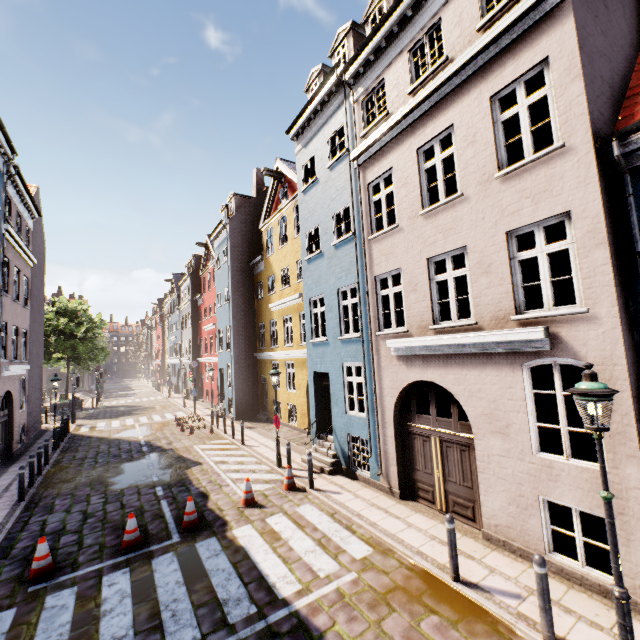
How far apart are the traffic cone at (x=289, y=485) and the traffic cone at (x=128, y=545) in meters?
3.9

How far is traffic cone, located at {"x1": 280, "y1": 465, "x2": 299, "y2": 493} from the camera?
10.2 meters

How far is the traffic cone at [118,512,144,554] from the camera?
7.5 meters

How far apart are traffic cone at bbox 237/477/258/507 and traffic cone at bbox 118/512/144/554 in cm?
236

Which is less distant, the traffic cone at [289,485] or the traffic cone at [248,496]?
the traffic cone at [248,496]

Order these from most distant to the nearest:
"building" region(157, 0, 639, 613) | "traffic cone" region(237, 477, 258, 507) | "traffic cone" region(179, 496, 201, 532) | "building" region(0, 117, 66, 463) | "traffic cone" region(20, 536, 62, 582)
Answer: "building" region(0, 117, 66, 463) < "traffic cone" region(237, 477, 258, 507) < "traffic cone" region(179, 496, 201, 532) < "traffic cone" region(20, 536, 62, 582) < "building" region(157, 0, 639, 613)

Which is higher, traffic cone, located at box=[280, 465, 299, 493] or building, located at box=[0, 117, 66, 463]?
building, located at box=[0, 117, 66, 463]

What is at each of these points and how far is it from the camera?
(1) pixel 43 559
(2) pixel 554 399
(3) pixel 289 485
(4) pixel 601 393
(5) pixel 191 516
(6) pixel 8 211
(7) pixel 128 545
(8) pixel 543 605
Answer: (1) traffic cone, 6.81m
(2) building, 11.48m
(3) traffic cone, 10.27m
(4) street light, 3.97m
(5) traffic cone, 8.35m
(6) building, 15.32m
(7) traffic cone, 7.54m
(8) bollard, 4.56m
